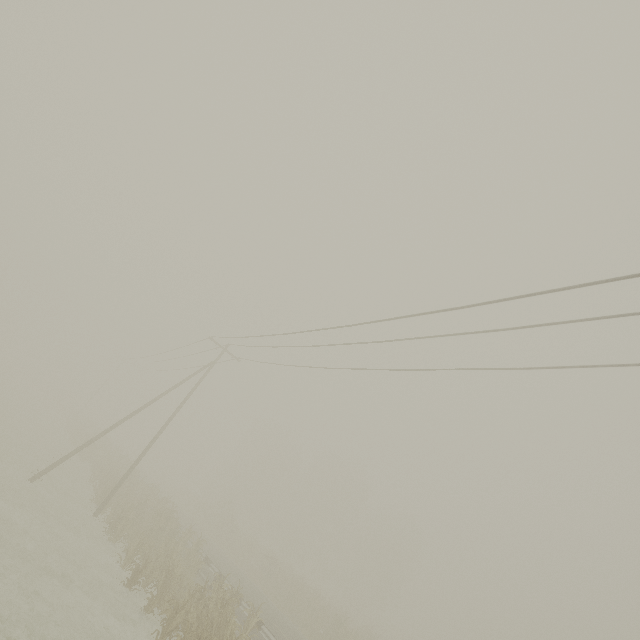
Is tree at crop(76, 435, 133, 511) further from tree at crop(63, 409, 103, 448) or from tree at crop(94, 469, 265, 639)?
tree at crop(63, 409, 103, 448)

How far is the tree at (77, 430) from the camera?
35.7 meters

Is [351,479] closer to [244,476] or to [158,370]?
[244,476]

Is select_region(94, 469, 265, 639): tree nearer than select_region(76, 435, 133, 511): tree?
Yes

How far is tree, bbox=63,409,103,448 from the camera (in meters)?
35.69

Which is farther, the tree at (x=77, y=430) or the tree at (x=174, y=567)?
the tree at (x=77, y=430)

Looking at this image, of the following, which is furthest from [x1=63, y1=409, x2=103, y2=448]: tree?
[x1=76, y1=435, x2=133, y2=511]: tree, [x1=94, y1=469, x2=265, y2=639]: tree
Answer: [x1=94, y1=469, x2=265, y2=639]: tree

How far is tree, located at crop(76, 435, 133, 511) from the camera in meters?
20.6 m
